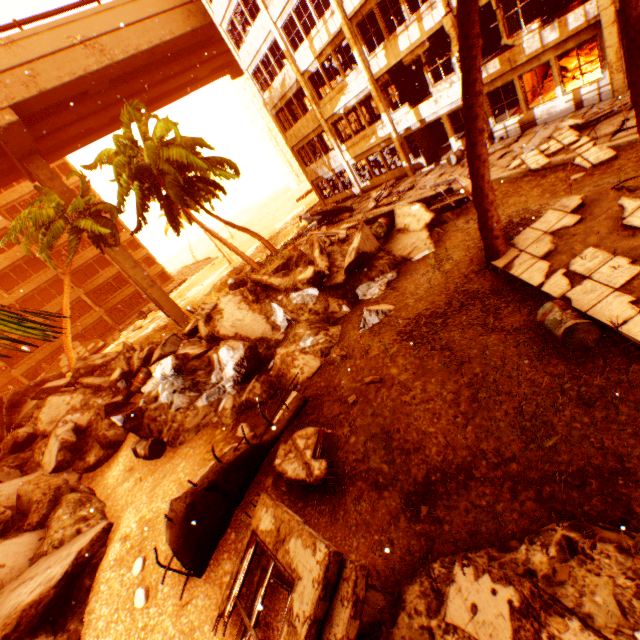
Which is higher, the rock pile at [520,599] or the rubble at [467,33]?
the rubble at [467,33]

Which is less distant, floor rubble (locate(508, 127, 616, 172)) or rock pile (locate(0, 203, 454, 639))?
rock pile (locate(0, 203, 454, 639))

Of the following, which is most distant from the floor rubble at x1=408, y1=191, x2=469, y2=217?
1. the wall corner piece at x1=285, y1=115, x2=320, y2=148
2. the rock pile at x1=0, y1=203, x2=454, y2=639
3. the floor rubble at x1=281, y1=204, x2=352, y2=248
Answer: the wall corner piece at x1=285, y1=115, x2=320, y2=148

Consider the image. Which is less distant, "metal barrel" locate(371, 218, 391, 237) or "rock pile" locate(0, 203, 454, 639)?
"rock pile" locate(0, 203, 454, 639)

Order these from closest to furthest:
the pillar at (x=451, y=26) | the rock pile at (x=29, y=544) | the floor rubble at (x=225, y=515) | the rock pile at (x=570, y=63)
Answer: the floor rubble at (x=225, y=515) < the rock pile at (x=29, y=544) < the pillar at (x=451, y=26) < the rock pile at (x=570, y=63)

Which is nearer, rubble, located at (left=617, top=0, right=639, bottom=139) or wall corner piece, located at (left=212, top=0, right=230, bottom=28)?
rubble, located at (left=617, top=0, right=639, bottom=139)

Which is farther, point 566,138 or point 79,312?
point 79,312

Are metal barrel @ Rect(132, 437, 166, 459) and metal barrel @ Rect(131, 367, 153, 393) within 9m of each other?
yes
